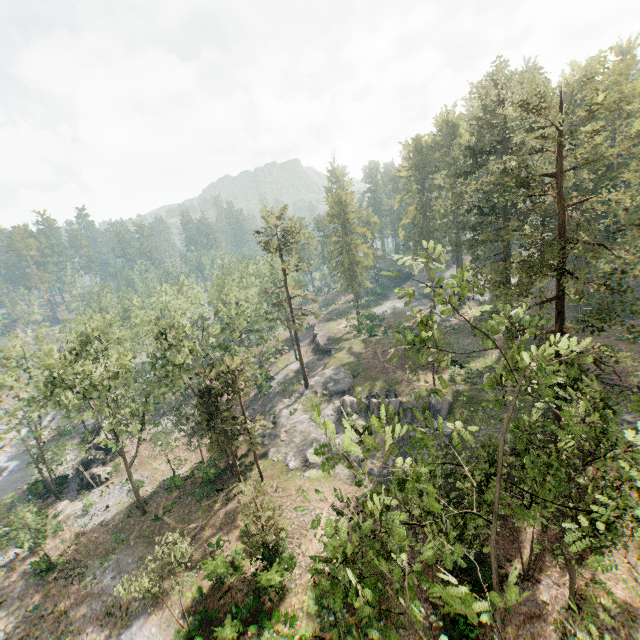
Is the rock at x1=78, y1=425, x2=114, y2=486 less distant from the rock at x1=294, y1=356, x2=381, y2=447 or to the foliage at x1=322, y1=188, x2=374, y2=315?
the foliage at x1=322, y1=188, x2=374, y2=315

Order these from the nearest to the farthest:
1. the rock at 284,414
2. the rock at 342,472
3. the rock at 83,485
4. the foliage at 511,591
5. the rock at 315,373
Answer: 1. the foliage at 511,591
2. the rock at 342,472
3. the rock at 284,414
4. the rock at 315,373
5. the rock at 83,485

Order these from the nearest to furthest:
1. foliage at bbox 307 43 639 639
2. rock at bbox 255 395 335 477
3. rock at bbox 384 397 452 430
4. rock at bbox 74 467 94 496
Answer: foliage at bbox 307 43 639 639
rock at bbox 384 397 452 430
rock at bbox 255 395 335 477
rock at bbox 74 467 94 496

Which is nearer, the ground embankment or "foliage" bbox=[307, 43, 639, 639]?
"foliage" bbox=[307, 43, 639, 639]

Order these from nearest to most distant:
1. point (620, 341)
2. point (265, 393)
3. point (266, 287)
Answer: point (620, 341) → point (265, 393) → point (266, 287)

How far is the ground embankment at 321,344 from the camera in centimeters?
5353cm

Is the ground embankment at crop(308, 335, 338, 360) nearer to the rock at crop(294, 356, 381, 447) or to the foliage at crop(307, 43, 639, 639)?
the rock at crop(294, 356, 381, 447)
